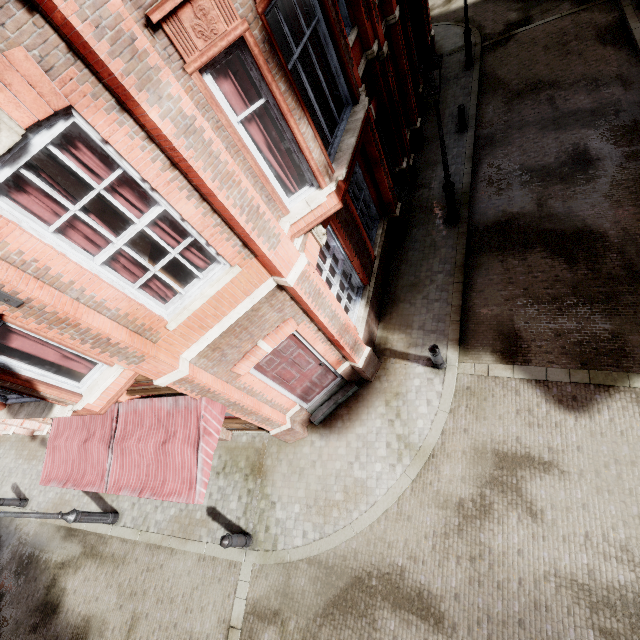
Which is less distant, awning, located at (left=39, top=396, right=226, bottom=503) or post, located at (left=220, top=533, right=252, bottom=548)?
awning, located at (left=39, top=396, right=226, bottom=503)

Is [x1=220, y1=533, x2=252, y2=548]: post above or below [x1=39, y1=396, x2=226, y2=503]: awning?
below

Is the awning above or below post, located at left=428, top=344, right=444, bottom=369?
above

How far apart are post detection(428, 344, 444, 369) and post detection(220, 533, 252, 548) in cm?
609

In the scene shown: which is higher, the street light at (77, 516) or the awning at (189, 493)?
the awning at (189, 493)

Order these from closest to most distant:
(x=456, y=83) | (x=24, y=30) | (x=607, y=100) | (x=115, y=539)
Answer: (x=24, y=30) < (x=115, y=539) < (x=607, y=100) < (x=456, y=83)

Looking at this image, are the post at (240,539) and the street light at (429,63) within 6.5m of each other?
no

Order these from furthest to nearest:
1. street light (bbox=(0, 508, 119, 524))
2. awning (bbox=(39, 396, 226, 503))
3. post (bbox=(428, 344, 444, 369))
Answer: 1. street light (bbox=(0, 508, 119, 524))
2. post (bbox=(428, 344, 444, 369))
3. awning (bbox=(39, 396, 226, 503))
